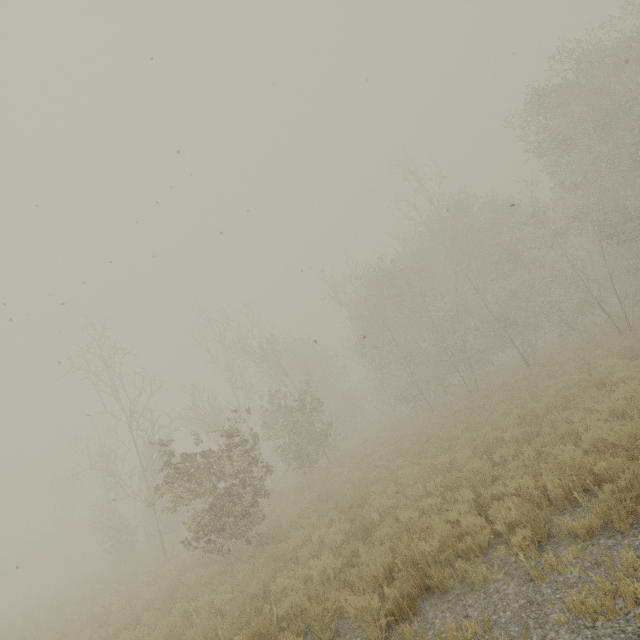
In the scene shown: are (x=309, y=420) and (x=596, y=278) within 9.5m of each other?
no

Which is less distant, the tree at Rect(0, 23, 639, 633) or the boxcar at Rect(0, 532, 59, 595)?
the tree at Rect(0, 23, 639, 633)

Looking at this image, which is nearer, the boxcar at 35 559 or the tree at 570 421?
the tree at 570 421
